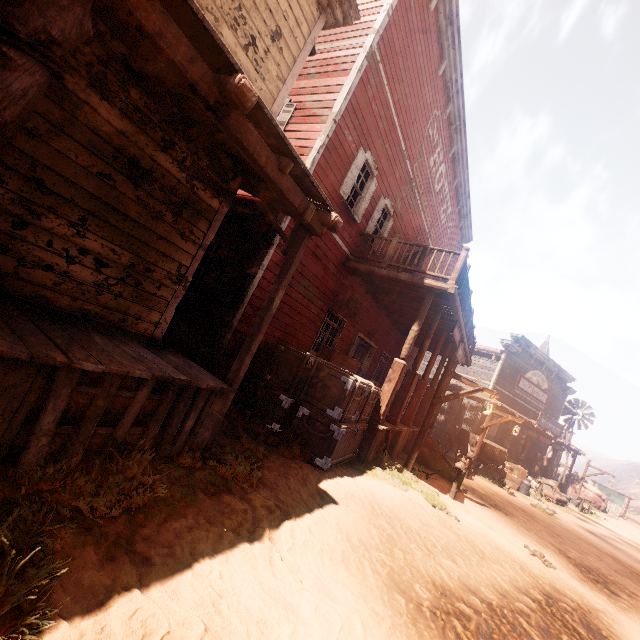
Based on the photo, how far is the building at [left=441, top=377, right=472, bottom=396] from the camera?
16.1 meters

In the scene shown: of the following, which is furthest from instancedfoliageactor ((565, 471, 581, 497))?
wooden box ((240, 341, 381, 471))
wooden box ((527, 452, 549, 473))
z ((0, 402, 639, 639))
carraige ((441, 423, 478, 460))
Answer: wooden box ((240, 341, 381, 471))

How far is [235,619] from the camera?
2.20m

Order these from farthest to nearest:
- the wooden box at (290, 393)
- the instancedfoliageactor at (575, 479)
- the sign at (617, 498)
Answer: the sign at (617, 498) → the instancedfoliageactor at (575, 479) → the wooden box at (290, 393)

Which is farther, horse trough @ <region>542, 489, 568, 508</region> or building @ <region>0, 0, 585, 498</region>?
horse trough @ <region>542, 489, 568, 508</region>

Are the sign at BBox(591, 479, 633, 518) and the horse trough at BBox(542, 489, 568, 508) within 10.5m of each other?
no

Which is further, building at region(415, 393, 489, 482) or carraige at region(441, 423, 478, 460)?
carraige at region(441, 423, 478, 460)

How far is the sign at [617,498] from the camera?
33.12m
